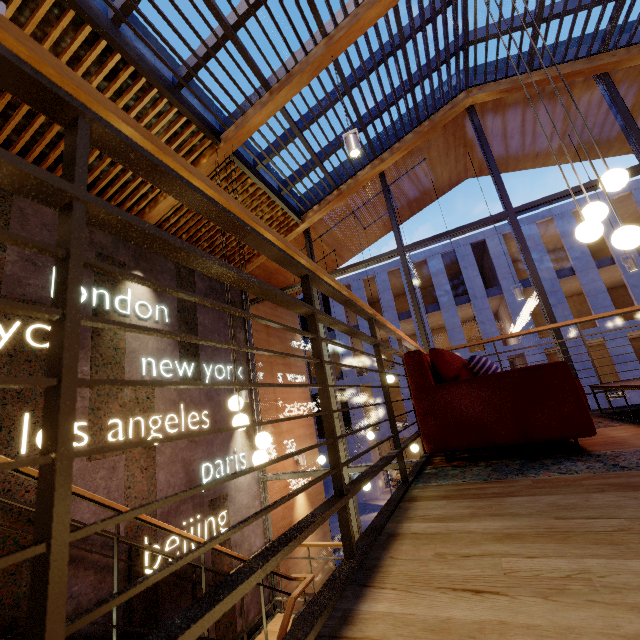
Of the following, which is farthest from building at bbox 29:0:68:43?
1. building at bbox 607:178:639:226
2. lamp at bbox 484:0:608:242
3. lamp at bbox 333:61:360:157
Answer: building at bbox 607:178:639:226

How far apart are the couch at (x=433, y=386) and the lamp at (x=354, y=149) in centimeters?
270cm

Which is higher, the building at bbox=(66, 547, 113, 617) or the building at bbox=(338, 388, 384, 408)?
the building at bbox=(338, 388, 384, 408)

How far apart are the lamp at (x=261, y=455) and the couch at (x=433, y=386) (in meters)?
1.89

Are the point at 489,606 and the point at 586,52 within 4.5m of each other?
no

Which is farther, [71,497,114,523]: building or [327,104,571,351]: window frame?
[327,104,571,351]: window frame

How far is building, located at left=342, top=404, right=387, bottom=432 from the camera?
22.70m

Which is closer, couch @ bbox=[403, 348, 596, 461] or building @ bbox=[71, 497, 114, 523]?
couch @ bbox=[403, 348, 596, 461]
